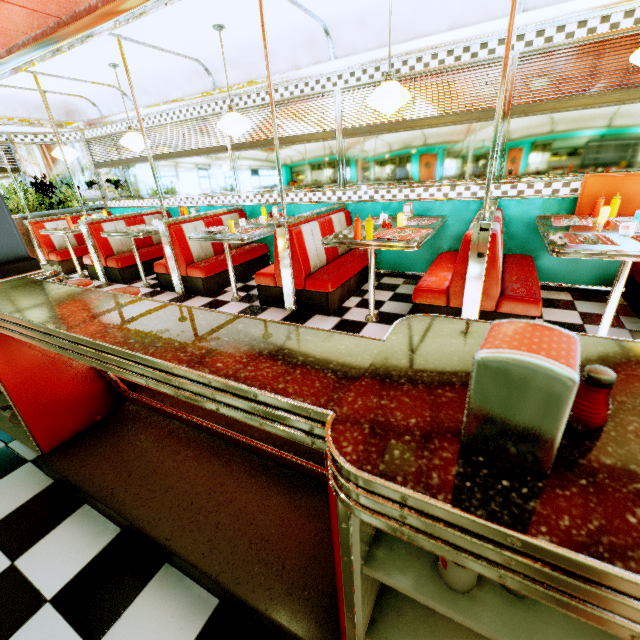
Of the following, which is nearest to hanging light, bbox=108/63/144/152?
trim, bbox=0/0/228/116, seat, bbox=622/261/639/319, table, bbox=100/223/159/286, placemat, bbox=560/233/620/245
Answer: trim, bbox=0/0/228/116

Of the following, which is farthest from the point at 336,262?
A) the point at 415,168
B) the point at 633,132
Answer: the point at 633,132

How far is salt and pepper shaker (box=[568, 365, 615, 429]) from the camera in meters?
0.5

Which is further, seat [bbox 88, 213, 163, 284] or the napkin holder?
seat [bbox 88, 213, 163, 284]

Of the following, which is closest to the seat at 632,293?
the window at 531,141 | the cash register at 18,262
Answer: the window at 531,141

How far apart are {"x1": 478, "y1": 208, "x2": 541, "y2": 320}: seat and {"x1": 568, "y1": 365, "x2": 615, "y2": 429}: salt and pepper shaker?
2.4 meters

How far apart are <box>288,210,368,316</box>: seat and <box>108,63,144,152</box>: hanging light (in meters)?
3.08

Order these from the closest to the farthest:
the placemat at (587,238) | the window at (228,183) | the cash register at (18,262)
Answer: the cash register at (18,262) → the placemat at (587,238) → the window at (228,183)
